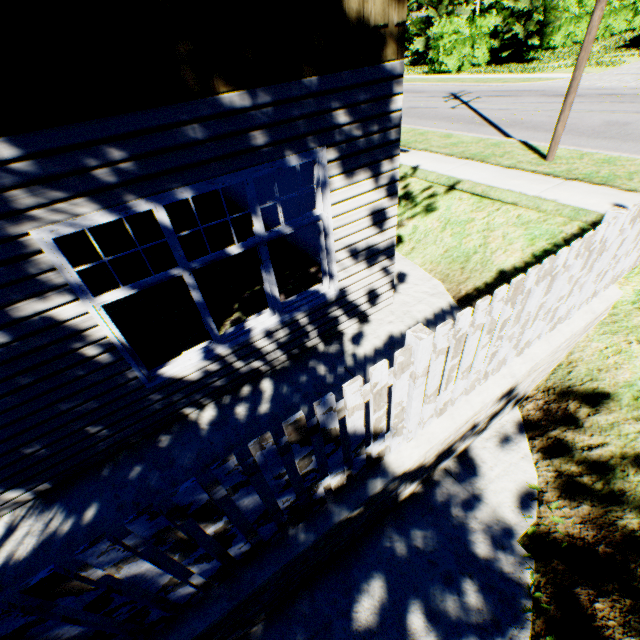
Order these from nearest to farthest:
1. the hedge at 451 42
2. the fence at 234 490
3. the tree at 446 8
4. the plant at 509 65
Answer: the fence at 234 490
the plant at 509 65
the hedge at 451 42
the tree at 446 8

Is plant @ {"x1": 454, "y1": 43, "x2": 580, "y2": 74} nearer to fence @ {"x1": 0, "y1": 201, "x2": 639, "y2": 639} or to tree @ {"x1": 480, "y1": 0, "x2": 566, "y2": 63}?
fence @ {"x1": 0, "y1": 201, "x2": 639, "y2": 639}

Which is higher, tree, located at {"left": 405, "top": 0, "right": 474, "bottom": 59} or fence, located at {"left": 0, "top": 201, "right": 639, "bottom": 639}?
tree, located at {"left": 405, "top": 0, "right": 474, "bottom": 59}

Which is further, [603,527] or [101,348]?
[101,348]

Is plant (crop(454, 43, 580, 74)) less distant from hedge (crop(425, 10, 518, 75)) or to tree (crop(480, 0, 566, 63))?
tree (crop(480, 0, 566, 63))

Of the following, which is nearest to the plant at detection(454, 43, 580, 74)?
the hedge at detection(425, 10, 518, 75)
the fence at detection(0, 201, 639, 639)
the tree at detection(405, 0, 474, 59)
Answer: the fence at detection(0, 201, 639, 639)

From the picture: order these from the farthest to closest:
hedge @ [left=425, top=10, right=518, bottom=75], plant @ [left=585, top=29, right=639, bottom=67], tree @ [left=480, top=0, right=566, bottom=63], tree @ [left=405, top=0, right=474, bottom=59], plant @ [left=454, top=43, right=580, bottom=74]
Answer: tree @ [left=405, top=0, right=474, bottom=59], hedge @ [left=425, top=10, right=518, bottom=75], tree @ [left=480, top=0, right=566, bottom=63], plant @ [left=454, top=43, right=580, bottom=74], plant @ [left=585, top=29, right=639, bottom=67]

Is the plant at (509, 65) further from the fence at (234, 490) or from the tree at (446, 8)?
the tree at (446, 8)
